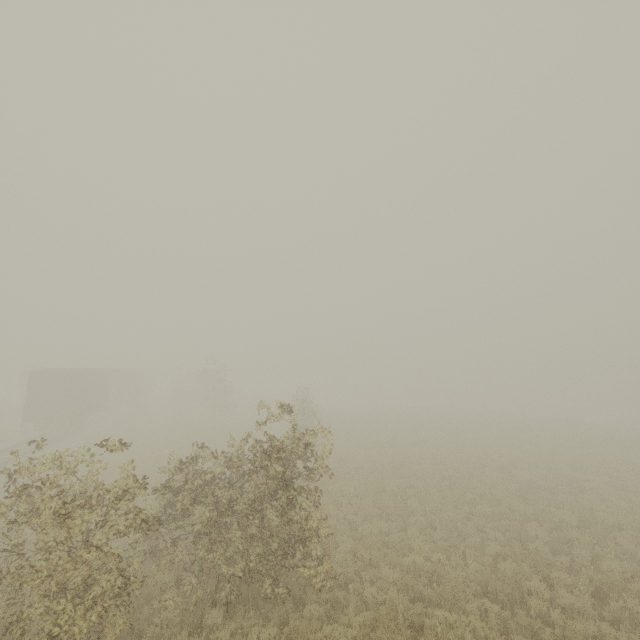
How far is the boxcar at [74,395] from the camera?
23.1 meters

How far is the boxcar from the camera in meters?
23.1

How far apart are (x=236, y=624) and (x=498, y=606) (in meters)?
6.12
